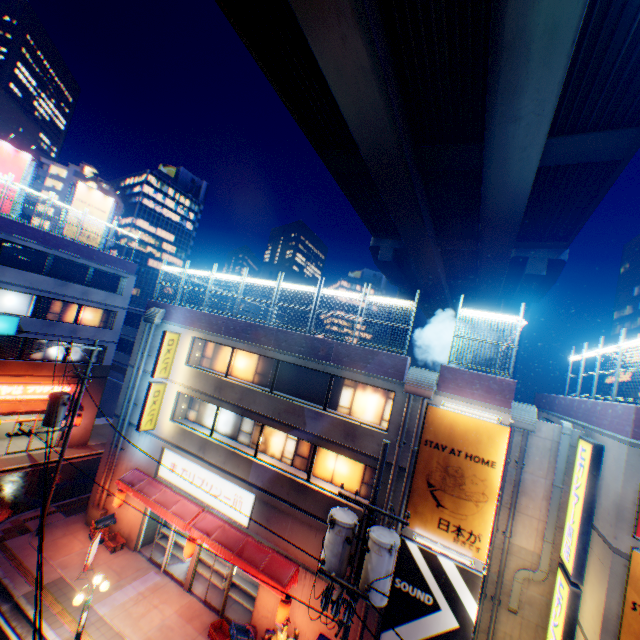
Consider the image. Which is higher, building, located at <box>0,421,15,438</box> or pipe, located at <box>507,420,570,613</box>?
pipe, located at <box>507,420,570,613</box>

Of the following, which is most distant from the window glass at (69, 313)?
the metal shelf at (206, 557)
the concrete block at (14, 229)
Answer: the metal shelf at (206, 557)

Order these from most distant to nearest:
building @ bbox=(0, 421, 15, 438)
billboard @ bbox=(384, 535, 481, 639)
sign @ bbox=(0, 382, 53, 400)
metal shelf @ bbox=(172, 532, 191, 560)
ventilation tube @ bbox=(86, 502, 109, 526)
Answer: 1. building @ bbox=(0, 421, 15, 438)
2. sign @ bbox=(0, 382, 53, 400)
3. ventilation tube @ bbox=(86, 502, 109, 526)
4. metal shelf @ bbox=(172, 532, 191, 560)
5. billboard @ bbox=(384, 535, 481, 639)

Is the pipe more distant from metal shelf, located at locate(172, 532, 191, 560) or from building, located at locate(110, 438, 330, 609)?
metal shelf, located at locate(172, 532, 191, 560)

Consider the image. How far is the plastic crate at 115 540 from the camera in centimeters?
1620cm

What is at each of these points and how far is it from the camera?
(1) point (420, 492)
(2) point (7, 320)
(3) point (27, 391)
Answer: (1) billboard, 11.2m
(2) sign, 20.8m
(3) sign, 22.6m

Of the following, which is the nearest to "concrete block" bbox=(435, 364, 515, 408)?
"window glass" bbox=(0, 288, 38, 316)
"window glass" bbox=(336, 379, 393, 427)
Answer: "window glass" bbox=(336, 379, 393, 427)

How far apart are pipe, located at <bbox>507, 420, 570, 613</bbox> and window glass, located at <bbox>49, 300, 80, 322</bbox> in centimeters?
3091cm
